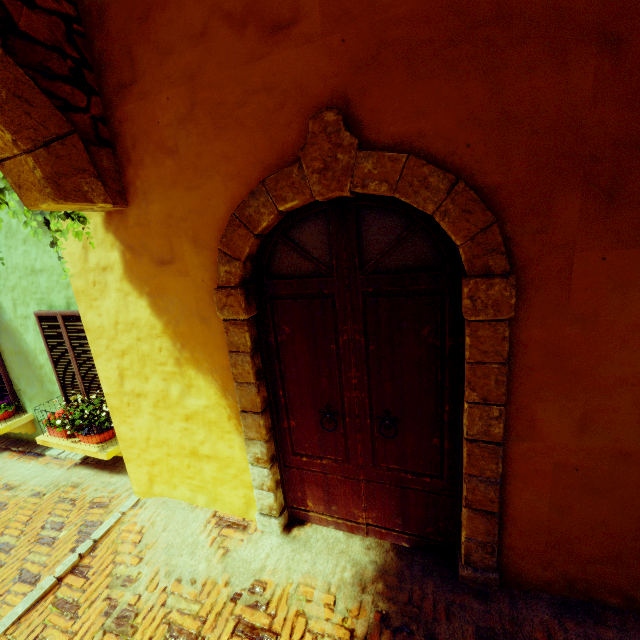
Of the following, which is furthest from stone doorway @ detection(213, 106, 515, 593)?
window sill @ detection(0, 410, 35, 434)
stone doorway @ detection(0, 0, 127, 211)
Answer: window sill @ detection(0, 410, 35, 434)

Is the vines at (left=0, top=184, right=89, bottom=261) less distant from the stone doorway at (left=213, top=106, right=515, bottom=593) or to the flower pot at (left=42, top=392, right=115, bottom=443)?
the stone doorway at (left=213, top=106, right=515, bottom=593)

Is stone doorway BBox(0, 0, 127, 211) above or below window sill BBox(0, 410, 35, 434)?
above

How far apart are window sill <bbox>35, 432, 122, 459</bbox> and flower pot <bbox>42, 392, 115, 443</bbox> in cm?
1

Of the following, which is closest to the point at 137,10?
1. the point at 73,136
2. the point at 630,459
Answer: the point at 73,136

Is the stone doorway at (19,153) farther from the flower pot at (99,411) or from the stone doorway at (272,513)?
the flower pot at (99,411)

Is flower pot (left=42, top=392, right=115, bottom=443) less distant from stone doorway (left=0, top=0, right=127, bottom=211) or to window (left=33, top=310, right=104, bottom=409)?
window (left=33, top=310, right=104, bottom=409)

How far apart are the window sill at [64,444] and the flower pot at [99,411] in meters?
0.0
